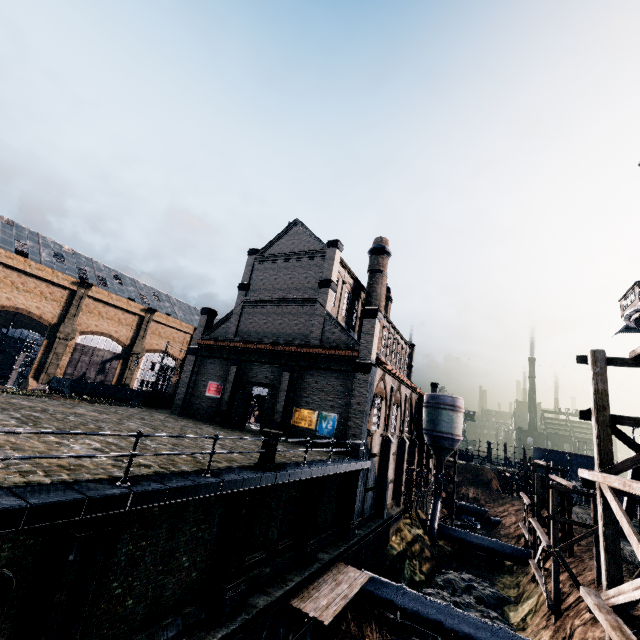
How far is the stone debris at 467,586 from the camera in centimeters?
2409cm

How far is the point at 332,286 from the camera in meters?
29.1

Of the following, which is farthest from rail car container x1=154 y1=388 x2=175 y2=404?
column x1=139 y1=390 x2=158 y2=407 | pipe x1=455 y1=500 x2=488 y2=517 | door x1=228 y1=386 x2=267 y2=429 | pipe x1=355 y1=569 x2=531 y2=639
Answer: pipe x1=455 y1=500 x2=488 y2=517

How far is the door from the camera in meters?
27.4 m

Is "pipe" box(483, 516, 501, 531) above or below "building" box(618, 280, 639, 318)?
below

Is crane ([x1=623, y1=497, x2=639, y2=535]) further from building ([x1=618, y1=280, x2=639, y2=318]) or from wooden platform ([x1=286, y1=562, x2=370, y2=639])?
wooden platform ([x1=286, y1=562, x2=370, y2=639])

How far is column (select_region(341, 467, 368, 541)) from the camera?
20.7 meters
